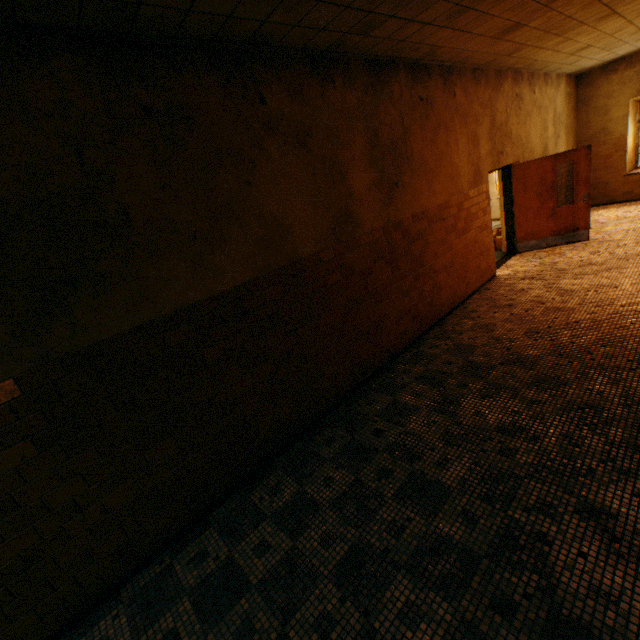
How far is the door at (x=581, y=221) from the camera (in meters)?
7.20

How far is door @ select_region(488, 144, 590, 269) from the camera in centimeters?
720cm

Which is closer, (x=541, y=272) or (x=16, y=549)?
(x=16, y=549)
